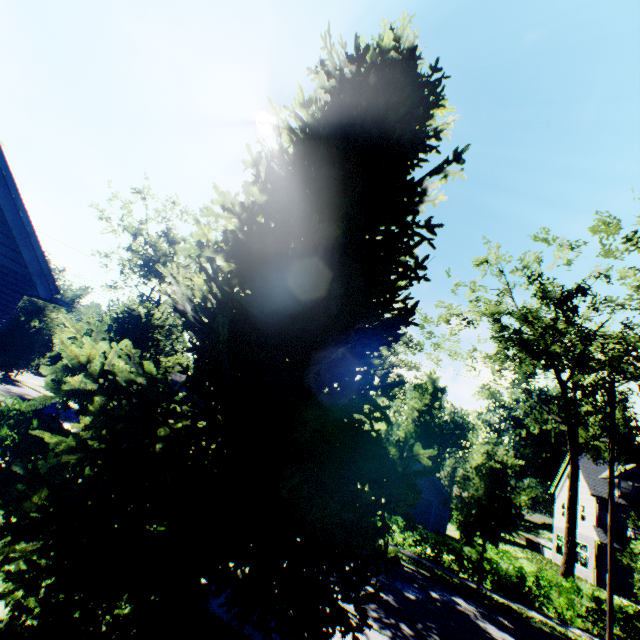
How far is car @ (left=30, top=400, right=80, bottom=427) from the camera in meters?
13.7

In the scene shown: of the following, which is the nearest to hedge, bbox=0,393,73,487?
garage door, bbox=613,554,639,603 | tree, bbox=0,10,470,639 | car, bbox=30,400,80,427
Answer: tree, bbox=0,10,470,639

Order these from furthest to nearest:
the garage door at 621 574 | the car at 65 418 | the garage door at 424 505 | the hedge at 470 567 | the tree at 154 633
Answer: the garage door at 424 505 < the garage door at 621 574 < the hedge at 470 567 < the car at 65 418 < the tree at 154 633

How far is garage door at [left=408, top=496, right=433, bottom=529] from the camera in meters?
27.2 m

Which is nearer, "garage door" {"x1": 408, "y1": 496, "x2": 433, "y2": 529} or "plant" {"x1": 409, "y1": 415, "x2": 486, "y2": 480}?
"garage door" {"x1": 408, "y1": 496, "x2": 433, "y2": 529}

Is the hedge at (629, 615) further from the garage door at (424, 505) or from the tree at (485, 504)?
the garage door at (424, 505)

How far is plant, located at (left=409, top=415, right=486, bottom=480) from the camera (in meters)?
55.16

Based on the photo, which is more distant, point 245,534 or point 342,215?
point 342,215
